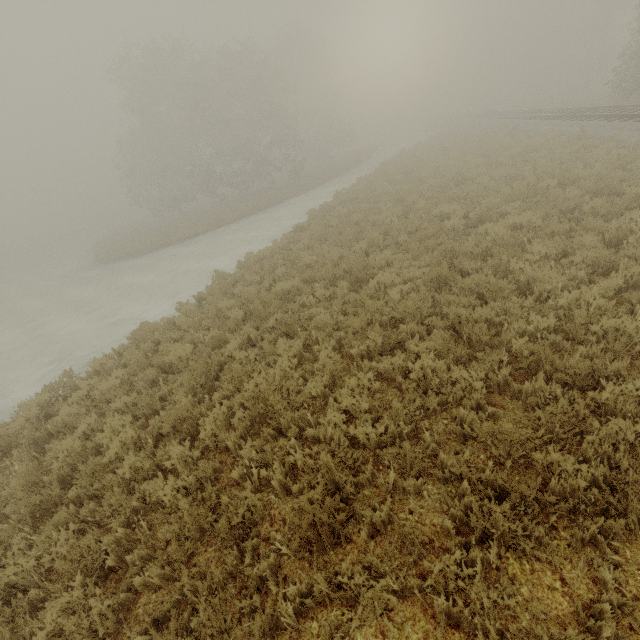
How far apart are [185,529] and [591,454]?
4.97m
